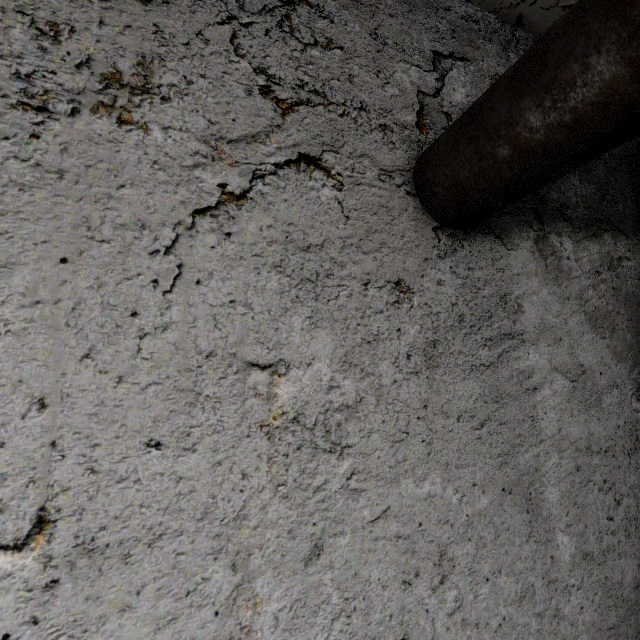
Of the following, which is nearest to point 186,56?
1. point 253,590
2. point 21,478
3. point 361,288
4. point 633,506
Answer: point 361,288
